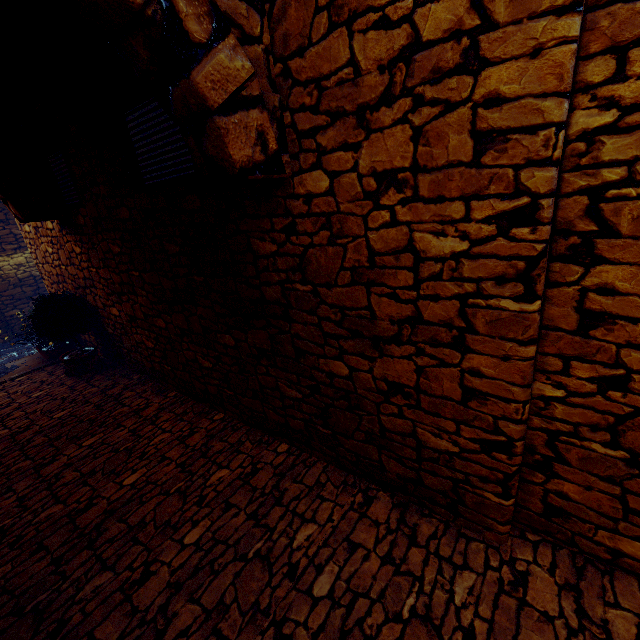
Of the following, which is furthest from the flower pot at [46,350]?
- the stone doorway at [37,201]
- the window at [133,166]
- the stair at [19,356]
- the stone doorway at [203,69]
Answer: the stone doorway at [203,69]

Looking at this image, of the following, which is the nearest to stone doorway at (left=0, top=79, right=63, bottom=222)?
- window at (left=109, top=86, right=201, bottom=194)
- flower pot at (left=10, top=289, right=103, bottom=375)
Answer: flower pot at (left=10, top=289, right=103, bottom=375)

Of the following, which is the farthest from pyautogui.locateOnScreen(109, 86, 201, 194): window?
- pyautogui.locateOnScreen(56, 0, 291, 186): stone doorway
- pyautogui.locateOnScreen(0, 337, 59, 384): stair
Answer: pyautogui.locateOnScreen(0, 337, 59, 384): stair

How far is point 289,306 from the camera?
2.4m

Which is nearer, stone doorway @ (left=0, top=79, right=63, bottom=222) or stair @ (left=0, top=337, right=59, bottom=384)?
stone doorway @ (left=0, top=79, right=63, bottom=222)

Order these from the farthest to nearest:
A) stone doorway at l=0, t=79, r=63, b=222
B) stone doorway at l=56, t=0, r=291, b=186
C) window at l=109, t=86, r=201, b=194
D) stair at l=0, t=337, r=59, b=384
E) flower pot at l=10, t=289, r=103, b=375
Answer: stair at l=0, t=337, r=59, b=384 < flower pot at l=10, t=289, r=103, b=375 < stone doorway at l=0, t=79, r=63, b=222 < window at l=109, t=86, r=201, b=194 < stone doorway at l=56, t=0, r=291, b=186

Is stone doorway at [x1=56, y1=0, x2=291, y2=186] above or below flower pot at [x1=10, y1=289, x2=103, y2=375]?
above
